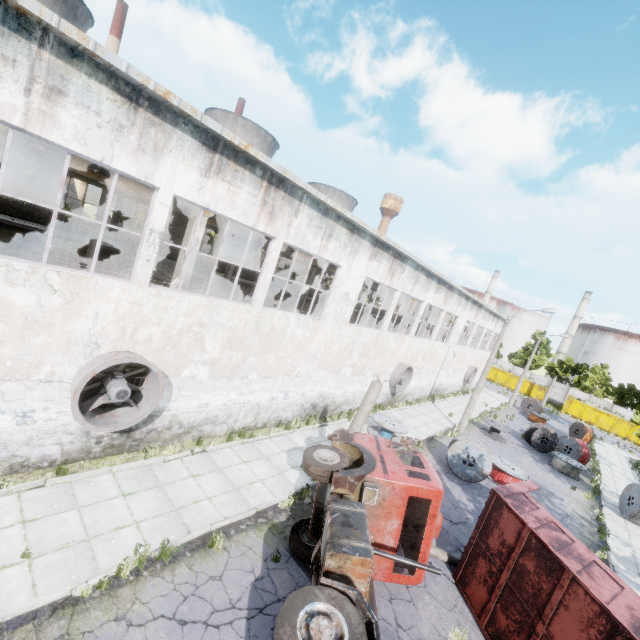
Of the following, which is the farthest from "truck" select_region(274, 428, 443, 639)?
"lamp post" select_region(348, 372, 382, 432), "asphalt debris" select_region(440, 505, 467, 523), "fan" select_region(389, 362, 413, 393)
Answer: "fan" select_region(389, 362, 413, 393)

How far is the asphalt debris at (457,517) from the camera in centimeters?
1252cm

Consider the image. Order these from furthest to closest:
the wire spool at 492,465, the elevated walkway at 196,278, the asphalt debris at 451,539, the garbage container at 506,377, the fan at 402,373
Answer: the garbage container at 506,377 → the fan at 402,373 → the wire spool at 492,465 → the elevated walkway at 196,278 → the asphalt debris at 451,539

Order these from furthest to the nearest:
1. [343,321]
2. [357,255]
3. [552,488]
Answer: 1. [552,488]
2. [343,321]
3. [357,255]

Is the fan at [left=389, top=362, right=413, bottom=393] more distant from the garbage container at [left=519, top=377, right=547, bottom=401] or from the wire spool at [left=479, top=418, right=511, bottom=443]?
the garbage container at [left=519, top=377, right=547, bottom=401]

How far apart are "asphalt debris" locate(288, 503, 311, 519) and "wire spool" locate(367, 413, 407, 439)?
7.51m

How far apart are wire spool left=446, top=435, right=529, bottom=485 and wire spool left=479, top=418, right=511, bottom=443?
9.2m

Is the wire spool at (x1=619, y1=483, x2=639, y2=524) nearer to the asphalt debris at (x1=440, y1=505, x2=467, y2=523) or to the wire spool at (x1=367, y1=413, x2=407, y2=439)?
the asphalt debris at (x1=440, y1=505, x2=467, y2=523)
